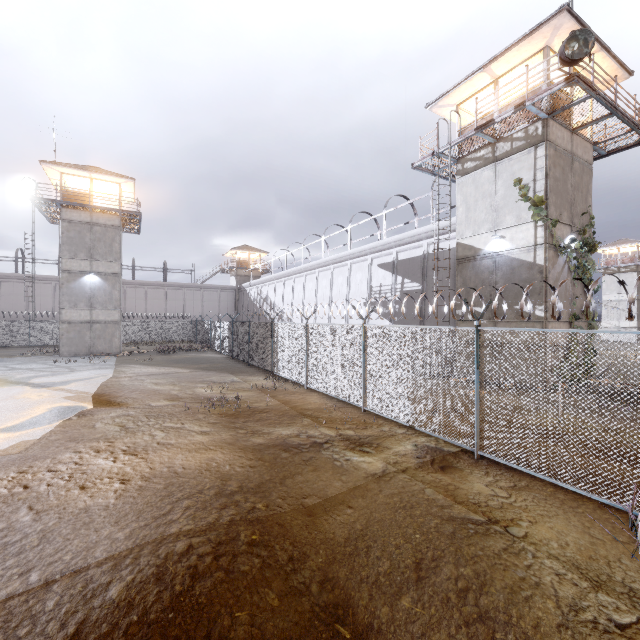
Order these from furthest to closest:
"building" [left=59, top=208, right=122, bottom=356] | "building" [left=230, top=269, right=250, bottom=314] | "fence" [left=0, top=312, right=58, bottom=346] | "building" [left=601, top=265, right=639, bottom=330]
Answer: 1. "building" [left=230, top=269, right=250, bottom=314]
2. "building" [left=601, top=265, right=639, bottom=330]
3. "fence" [left=0, top=312, right=58, bottom=346]
4. "building" [left=59, top=208, right=122, bottom=356]

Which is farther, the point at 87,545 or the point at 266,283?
the point at 266,283

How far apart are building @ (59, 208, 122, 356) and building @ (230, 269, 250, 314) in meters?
23.6 m

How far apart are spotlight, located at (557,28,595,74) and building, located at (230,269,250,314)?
45.2m

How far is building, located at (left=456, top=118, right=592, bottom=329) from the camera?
12.59m

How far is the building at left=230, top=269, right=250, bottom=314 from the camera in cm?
5069

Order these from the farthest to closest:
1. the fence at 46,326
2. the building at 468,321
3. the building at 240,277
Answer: the building at 240,277, the fence at 46,326, the building at 468,321

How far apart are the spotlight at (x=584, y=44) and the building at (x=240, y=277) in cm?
4517
